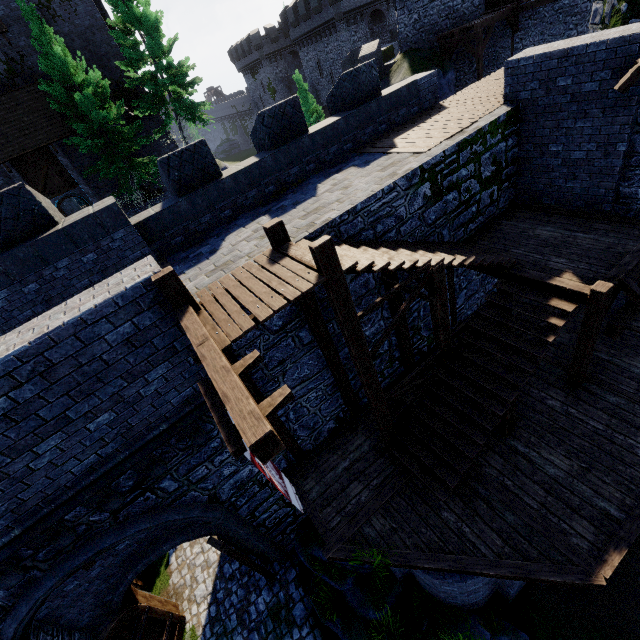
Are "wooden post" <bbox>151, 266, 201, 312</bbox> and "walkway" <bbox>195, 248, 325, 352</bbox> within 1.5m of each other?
yes

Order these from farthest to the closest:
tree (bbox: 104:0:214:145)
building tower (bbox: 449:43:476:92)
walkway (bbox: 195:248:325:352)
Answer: building tower (bbox: 449:43:476:92) → tree (bbox: 104:0:214:145) → walkway (bbox: 195:248:325:352)

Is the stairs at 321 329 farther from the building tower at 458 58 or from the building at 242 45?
the building at 242 45

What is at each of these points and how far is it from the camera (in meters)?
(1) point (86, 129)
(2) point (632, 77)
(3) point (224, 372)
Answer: (1) tree, 19.39
(2) awning, 6.19
(3) wooden beam, 3.62

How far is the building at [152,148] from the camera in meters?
27.0 m

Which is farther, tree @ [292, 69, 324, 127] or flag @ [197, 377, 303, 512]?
tree @ [292, 69, 324, 127]

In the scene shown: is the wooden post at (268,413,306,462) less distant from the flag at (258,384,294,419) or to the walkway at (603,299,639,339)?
the flag at (258,384,294,419)

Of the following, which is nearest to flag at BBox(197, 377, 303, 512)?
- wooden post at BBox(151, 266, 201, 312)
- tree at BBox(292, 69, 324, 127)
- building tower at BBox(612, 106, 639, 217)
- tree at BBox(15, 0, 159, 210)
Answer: wooden post at BBox(151, 266, 201, 312)
